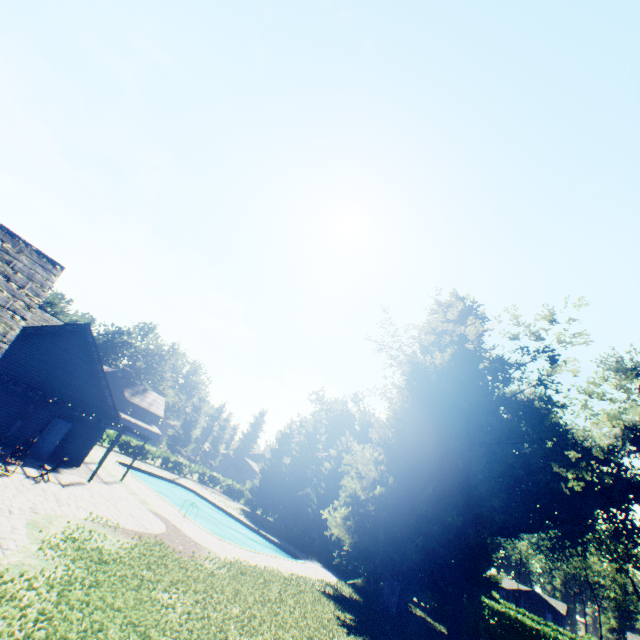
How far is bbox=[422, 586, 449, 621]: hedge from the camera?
26.8m

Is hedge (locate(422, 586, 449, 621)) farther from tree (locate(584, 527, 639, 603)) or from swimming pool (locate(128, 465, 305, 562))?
tree (locate(584, 527, 639, 603))

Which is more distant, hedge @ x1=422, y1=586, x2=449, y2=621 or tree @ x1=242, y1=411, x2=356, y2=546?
tree @ x1=242, y1=411, x2=356, y2=546

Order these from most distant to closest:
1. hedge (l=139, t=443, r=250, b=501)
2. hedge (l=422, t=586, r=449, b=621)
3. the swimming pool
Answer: hedge (l=139, t=443, r=250, b=501) < hedge (l=422, t=586, r=449, b=621) < the swimming pool

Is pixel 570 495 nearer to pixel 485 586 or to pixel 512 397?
pixel 512 397

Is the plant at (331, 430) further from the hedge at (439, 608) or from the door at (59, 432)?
the door at (59, 432)

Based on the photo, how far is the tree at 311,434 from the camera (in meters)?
34.96

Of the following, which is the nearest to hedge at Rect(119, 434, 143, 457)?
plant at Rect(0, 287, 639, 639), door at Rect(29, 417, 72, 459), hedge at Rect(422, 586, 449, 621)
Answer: plant at Rect(0, 287, 639, 639)
